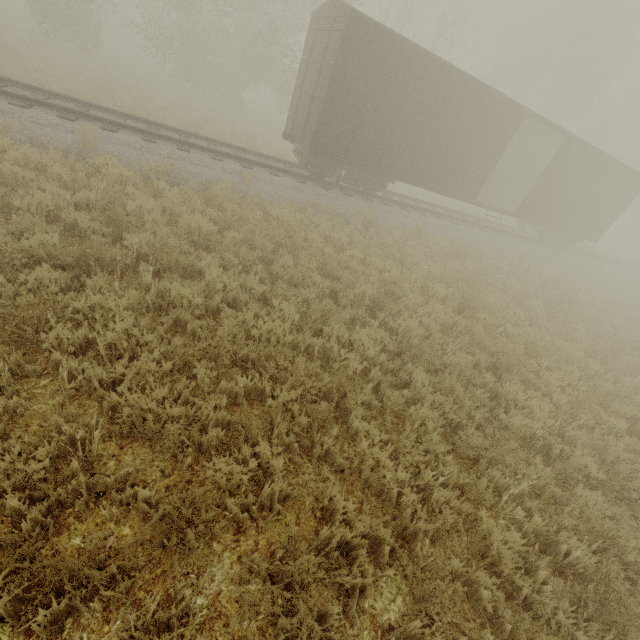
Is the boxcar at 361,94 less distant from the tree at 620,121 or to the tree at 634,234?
the tree at 634,234

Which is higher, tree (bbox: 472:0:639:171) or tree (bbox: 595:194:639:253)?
tree (bbox: 472:0:639:171)

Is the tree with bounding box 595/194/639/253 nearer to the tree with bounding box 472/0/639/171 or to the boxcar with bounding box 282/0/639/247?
the tree with bounding box 472/0/639/171

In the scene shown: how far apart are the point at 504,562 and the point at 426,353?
3.0 meters

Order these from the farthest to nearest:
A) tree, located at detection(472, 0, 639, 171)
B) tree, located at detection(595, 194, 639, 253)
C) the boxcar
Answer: tree, located at detection(595, 194, 639, 253) → tree, located at detection(472, 0, 639, 171) → the boxcar

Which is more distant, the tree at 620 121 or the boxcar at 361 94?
the tree at 620 121
